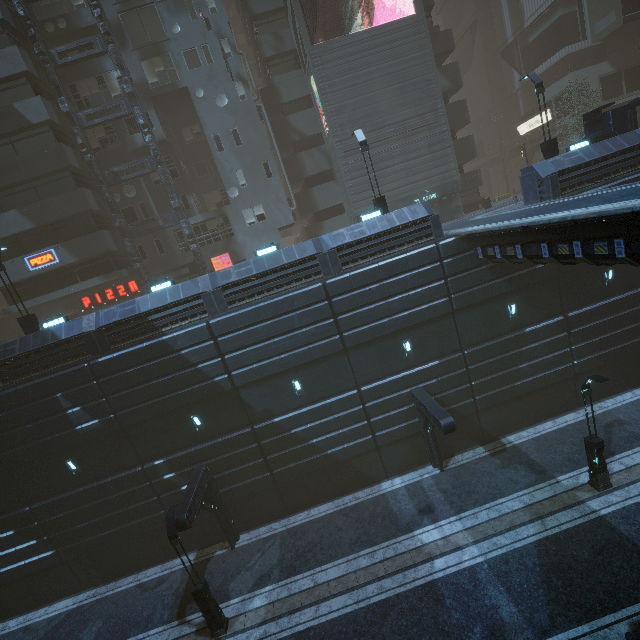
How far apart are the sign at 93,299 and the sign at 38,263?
3.66m

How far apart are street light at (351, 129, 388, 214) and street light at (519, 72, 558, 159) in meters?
9.7 m

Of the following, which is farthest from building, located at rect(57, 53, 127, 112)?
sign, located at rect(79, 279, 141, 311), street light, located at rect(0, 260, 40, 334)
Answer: street light, located at rect(0, 260, 40, 334)

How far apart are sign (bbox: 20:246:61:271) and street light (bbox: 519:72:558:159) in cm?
3193

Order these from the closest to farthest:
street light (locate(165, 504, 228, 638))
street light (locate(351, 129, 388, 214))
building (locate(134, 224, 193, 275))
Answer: street light (locate(165, 504, 228, 638)) < street light (locate(351, 129, 388, 214)) < building (locate(134, 224, 193, 275))

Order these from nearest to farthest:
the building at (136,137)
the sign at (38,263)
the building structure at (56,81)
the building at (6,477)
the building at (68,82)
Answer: the building at (6,477)
the building structure at (56,81)
the sign at (38,263)
the building at (68,82)
the building at (136,137)

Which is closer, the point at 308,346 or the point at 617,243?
the point at 617,243

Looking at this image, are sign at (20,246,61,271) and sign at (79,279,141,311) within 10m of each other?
yes
